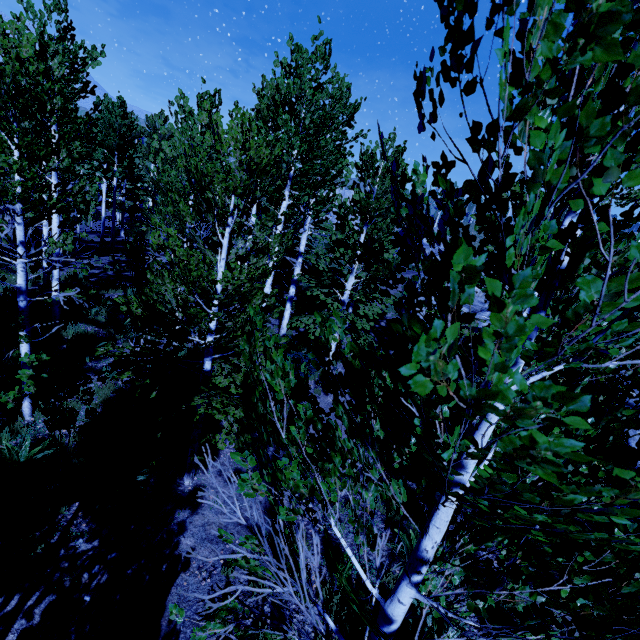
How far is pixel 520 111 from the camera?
0.8m

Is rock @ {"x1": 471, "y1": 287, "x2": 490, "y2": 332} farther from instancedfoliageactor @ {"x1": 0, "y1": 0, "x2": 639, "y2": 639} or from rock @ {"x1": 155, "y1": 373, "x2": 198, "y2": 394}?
Answer: rock @ {"x1": 155, "y1": 373, "x2": 198, "y2": 394}

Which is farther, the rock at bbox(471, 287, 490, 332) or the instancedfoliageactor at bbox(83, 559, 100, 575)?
the rock at bbox(471, 287, 490, 332)

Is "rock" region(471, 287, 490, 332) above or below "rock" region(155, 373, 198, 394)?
above

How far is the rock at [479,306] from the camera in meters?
19.0 m

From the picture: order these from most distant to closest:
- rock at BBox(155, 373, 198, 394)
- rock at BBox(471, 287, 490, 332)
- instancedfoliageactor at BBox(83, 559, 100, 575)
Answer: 1. rock at BBox(471, 287, 490, 332)
2. rock at BBox(155, 373, 198, 394)
3. instancedfoliageactor at BBox(83, 559, 100, 575)

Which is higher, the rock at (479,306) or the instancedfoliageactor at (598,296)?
the instancedfoliageactor at (598,296)

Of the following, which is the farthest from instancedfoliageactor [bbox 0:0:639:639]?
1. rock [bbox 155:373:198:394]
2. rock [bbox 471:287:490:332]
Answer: rock [bbox 471:287:490:332]
